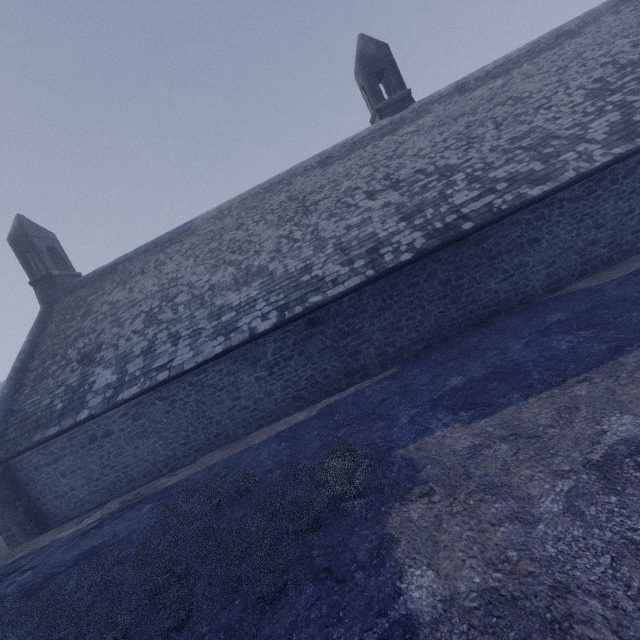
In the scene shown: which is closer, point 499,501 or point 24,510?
point 499,501
